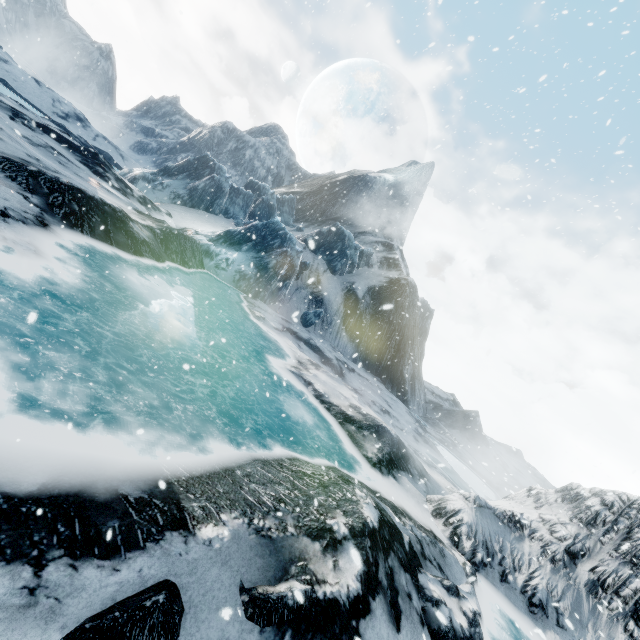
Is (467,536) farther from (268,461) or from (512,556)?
(268,461)
